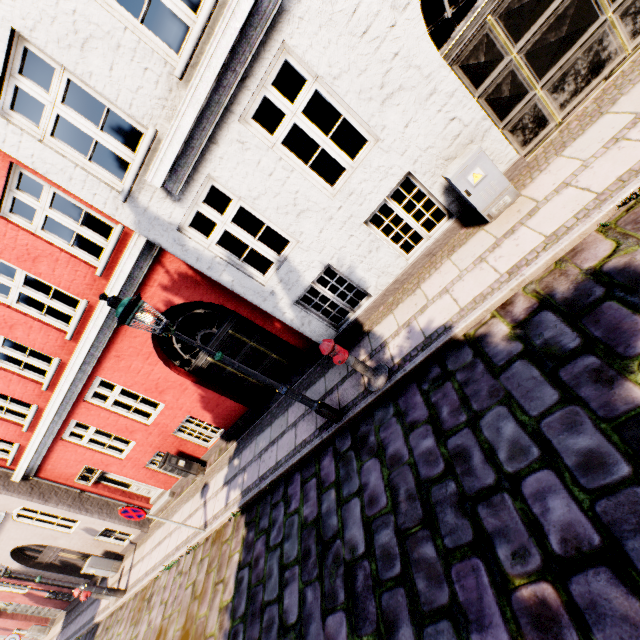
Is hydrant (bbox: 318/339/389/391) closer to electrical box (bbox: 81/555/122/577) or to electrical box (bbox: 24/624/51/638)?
electrical box (bbox: 81/555/122/577)

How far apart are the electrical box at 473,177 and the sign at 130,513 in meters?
8.5 m

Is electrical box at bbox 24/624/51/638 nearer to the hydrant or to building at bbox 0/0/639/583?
building at bbox 0/0/639/583

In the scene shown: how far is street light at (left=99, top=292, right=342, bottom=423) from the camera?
4.0 meters

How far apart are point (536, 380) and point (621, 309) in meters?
1.0

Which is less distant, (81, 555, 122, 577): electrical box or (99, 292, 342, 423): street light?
(99, 292, 342, 423): street light

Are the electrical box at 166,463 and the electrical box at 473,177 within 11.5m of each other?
yes

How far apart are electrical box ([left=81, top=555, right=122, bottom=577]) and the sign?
7.01m
